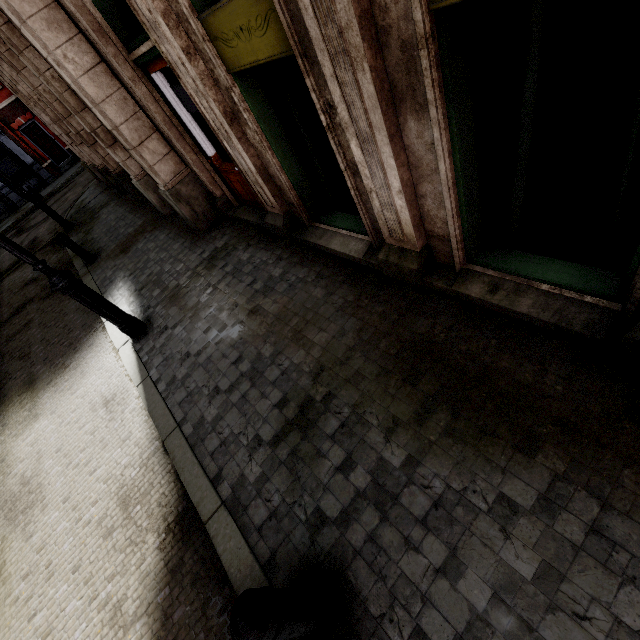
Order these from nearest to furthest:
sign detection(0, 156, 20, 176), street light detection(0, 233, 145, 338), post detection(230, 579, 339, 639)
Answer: post detection(230, 579, 339, 639)
street light detection(0, 233, 145, 338)
sign detection(0, 156, 20, 176)

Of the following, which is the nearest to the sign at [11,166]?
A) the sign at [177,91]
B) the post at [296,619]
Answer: the sign at [177,91]

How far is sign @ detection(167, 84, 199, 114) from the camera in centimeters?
473cm

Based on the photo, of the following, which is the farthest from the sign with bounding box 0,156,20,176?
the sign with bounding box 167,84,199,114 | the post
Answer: the post

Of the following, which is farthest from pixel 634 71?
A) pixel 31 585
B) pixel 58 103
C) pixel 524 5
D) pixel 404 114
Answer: pixel 58 103

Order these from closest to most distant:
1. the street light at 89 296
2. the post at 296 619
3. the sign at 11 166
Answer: the post at 296 619 < the street light at 89 296 < the sign at 11 166

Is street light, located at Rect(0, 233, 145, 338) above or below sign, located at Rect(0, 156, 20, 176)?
below

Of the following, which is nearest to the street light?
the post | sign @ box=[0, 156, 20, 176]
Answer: the post
